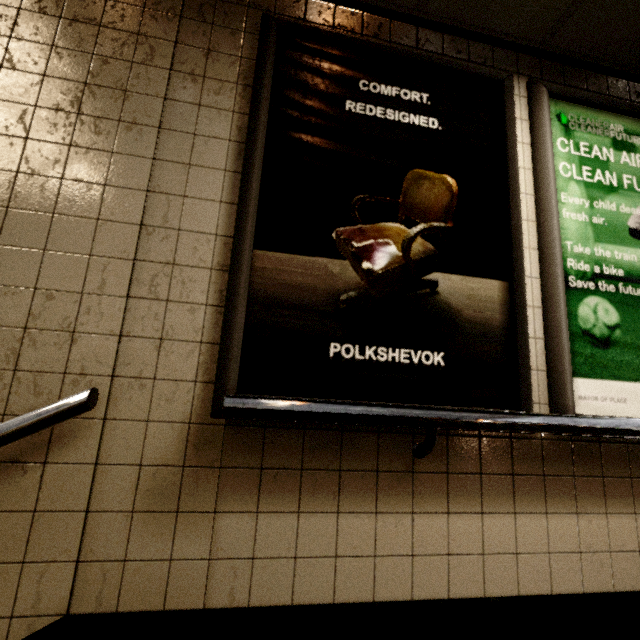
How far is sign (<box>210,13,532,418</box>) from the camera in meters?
1.2 m

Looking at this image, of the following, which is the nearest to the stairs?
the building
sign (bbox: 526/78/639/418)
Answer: the building

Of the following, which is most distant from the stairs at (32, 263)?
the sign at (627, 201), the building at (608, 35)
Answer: the sign at (627, 201)

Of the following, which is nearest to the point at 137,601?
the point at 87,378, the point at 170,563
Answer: the point at 170,563

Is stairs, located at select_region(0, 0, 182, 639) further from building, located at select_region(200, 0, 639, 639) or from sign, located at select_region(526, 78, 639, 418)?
sign, located at select_region(526, 78, 639, 418)

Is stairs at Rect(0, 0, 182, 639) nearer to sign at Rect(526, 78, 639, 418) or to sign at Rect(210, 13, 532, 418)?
sign at Rect(210, 13, 532, 418)

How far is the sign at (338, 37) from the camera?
1.24m
